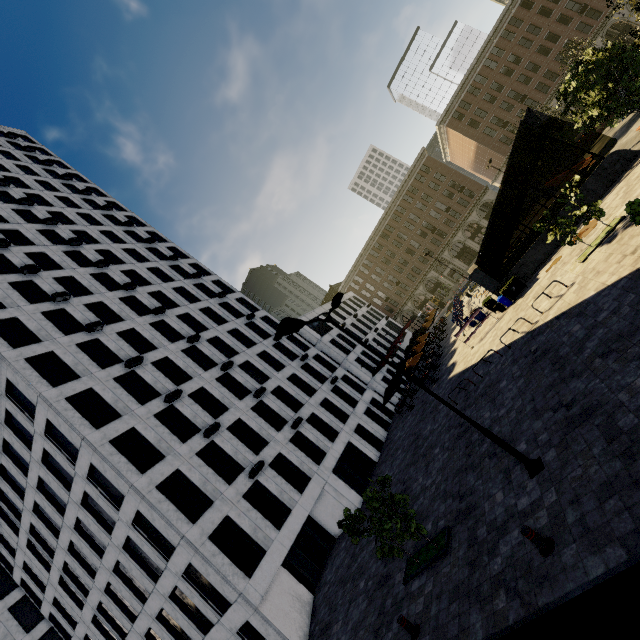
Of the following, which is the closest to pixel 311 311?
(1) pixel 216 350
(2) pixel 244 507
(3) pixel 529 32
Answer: (1) pixel 216 350

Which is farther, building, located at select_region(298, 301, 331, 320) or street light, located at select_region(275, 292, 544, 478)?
building, located at select_region(298, 301, 331, 320)

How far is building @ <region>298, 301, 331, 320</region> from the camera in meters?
42.8

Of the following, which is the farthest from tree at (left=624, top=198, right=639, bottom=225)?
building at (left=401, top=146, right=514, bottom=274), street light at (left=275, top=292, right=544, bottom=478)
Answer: building at (left=401, top=146, right=514, bottom=274)

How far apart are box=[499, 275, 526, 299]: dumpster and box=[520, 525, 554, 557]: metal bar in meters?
17.4 m

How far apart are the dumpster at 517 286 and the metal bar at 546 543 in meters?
17.4

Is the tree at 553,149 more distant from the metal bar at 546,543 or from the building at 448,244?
the building at 448,244

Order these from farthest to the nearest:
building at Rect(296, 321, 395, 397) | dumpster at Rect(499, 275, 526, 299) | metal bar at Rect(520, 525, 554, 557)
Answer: building at Rect(296, 321, 395, 397), dumpster at Rect(499, 275, 526, 299), metal bar at Rect(520, 525, 554, 557)
